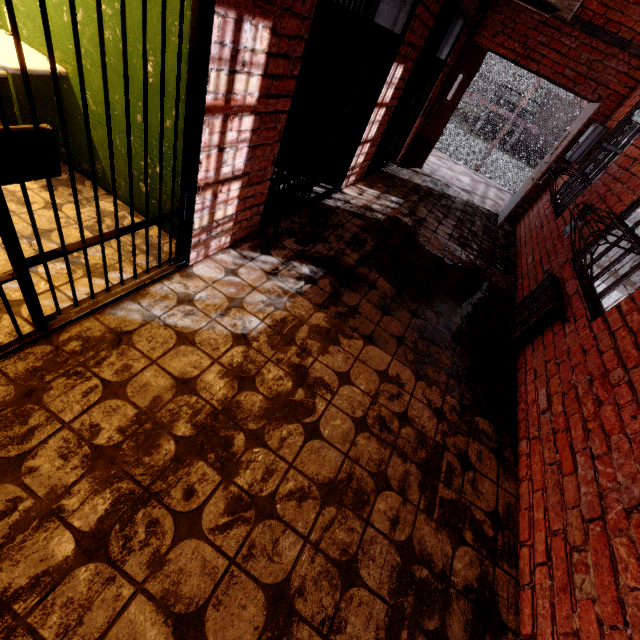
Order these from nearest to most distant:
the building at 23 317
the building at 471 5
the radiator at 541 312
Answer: the building at 23 317, the radiator at 541 312, the building at 471 5

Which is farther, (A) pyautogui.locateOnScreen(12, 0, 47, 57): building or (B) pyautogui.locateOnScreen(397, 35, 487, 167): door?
(B) pyautogui.locateOnScreen(397, 35, 487, 167): door

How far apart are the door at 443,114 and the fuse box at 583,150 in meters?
2.2

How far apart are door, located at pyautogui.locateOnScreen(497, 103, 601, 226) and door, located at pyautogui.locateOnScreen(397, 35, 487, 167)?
2.0m

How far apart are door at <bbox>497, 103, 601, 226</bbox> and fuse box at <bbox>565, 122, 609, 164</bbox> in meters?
0.2

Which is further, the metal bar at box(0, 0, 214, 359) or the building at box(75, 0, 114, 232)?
the building at box(75, 0, 114, 232)

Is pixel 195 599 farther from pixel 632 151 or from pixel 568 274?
pixel 632 151

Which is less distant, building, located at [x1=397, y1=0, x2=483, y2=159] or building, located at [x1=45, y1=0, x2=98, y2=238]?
building, located at [x1=45, y1=0, x2=98, y2=238]
